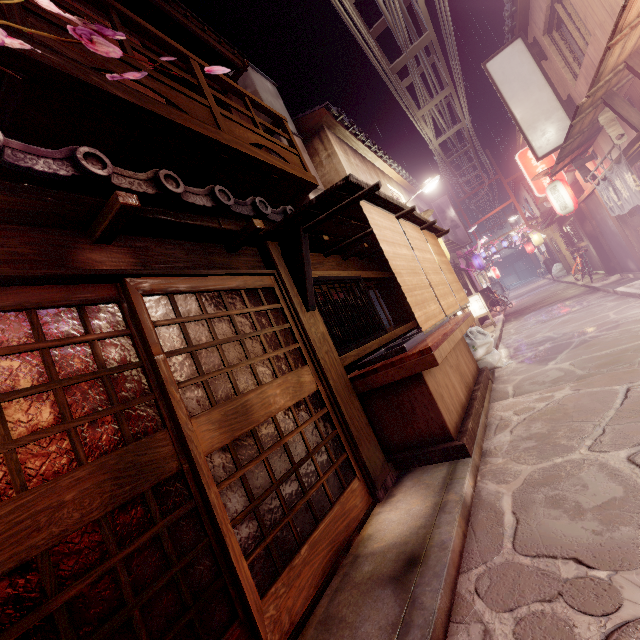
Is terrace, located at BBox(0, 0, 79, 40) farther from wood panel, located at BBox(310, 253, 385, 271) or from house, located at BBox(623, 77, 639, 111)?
house, located at BBox(623, 77, 639, 111)

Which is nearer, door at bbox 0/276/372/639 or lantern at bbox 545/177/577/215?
door at bbox 0/276/372/639

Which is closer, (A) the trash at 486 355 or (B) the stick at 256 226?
(B) the stick at 256 226

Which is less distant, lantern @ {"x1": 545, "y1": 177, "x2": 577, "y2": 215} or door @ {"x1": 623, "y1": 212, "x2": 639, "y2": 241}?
door @ {"x1": 623, "y1": 212, "x2": 639, "y2": 241}

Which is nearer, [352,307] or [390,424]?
[390,424]

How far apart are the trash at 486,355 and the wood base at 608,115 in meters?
7.9 m

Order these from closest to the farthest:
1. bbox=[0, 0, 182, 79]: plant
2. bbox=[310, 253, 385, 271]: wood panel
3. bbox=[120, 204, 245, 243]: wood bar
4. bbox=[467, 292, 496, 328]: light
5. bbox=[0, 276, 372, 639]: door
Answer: bbox=[0, 0, 182, 79]: plant, bbox=[0, 276, 372, 639]: door, bbox=[120, 204, 245, 243]: wood bar, bbox=[310, 253, 385, 271]: wood panel, bbox=[467, 292, 496, 328]: light

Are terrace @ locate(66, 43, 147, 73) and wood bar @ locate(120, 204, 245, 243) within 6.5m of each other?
yes
